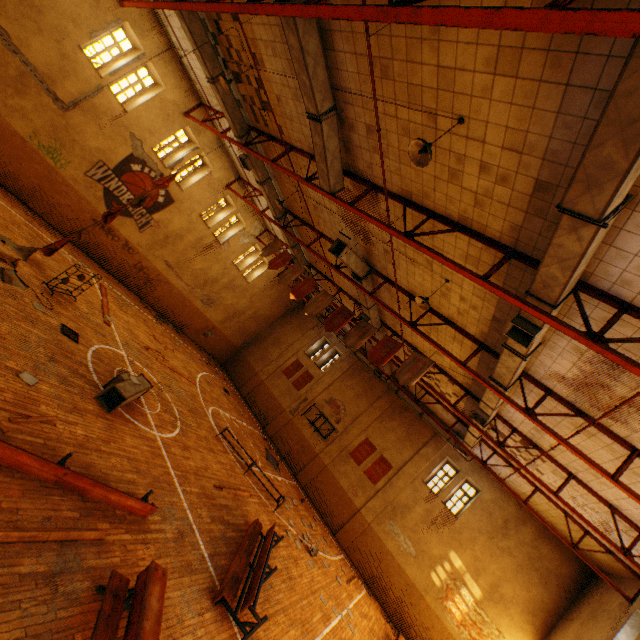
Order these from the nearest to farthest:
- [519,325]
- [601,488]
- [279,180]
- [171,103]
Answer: [519,325]
[601,488]
[279,180]
[171,103]

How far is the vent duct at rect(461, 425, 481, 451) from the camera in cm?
1340

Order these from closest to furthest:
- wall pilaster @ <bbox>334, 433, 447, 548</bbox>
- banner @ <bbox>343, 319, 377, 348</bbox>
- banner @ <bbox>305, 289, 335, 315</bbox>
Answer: banner @ <bbox>343, 319, 377, 348</bbox> → banner @ <bbox>305, 289, 335, 315</bbox> → wall pilaster @ <bbox>334, 433, 447, 548</bbox>

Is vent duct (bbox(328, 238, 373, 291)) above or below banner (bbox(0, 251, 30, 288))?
above

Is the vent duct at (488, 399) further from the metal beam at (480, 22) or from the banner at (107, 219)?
the banner at (107, 219)

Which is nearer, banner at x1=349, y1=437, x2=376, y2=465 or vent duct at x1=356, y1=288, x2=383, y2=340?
vent duct at x1=356, y1=288, x2=383, y2=340

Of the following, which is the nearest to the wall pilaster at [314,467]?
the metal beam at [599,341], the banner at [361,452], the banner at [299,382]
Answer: the banner at [361,452]

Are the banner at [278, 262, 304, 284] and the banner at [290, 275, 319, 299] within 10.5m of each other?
yes
